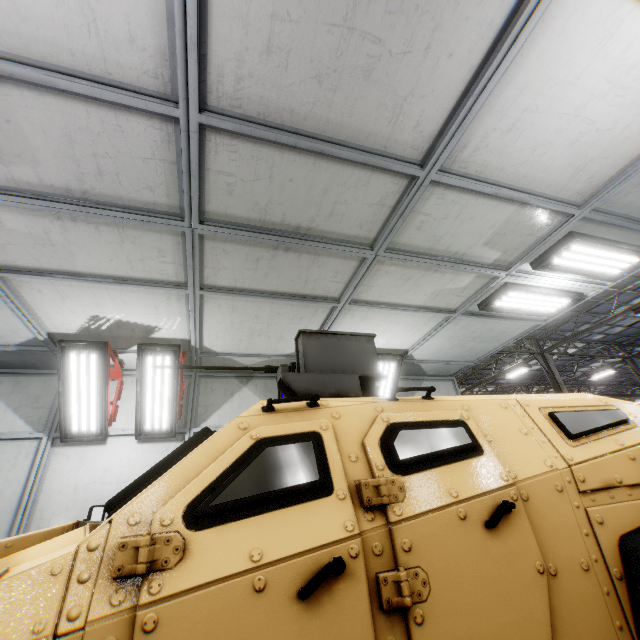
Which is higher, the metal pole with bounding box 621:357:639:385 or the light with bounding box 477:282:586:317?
the metal pole with bounding box 621:357:639:385

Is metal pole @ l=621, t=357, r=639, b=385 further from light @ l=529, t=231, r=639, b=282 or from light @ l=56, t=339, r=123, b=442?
light @ l=56, t=339, r=123, b=442

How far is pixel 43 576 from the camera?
1.04m

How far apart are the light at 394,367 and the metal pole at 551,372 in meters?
15.1

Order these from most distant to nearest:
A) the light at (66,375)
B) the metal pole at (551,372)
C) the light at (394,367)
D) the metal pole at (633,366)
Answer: the metal pole at (633,366) < the metal pole at (551,372) < the light at (394,367) < the light at (66,375)

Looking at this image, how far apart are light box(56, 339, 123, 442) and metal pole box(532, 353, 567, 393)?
19.8m

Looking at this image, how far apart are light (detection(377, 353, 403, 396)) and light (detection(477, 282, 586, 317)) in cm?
173

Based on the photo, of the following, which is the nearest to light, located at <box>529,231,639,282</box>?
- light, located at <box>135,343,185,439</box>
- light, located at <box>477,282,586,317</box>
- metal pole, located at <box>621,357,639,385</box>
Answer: light, located at <box>477,282,586,317</box>
